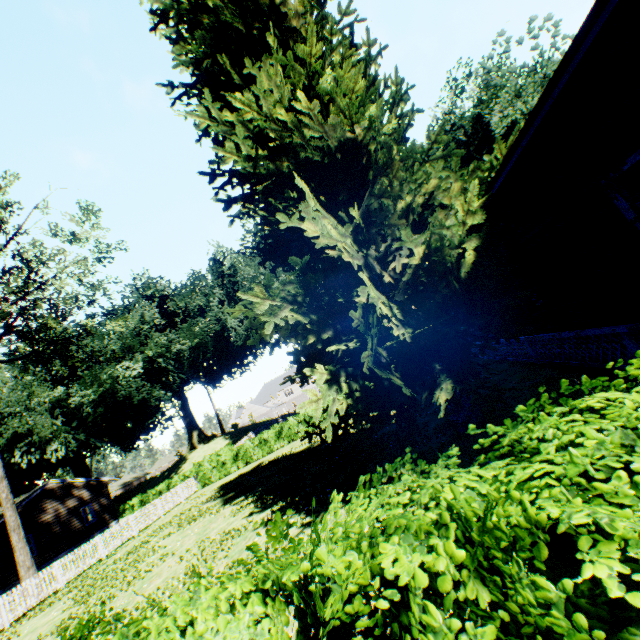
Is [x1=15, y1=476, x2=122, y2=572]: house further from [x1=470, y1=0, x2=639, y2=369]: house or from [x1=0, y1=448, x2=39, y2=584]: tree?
[x1=470, y1=0, x2=639, y2=369]: house

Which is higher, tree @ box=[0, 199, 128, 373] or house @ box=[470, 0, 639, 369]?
tree @ box=[0, 199, 128, 373]

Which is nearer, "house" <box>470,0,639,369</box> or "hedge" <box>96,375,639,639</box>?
"hedge" <box>96,375,639,639</box>

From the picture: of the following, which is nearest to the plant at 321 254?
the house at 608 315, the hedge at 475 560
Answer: the house at 608 315

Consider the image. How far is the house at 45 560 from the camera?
24.5 meters

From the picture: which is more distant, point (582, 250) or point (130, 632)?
point (582, 250)

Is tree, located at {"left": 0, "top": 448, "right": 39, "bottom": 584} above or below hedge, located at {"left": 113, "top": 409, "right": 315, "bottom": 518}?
above

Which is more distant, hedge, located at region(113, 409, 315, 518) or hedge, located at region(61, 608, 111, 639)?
hedge, located at region(113, 409, 315, 518)
